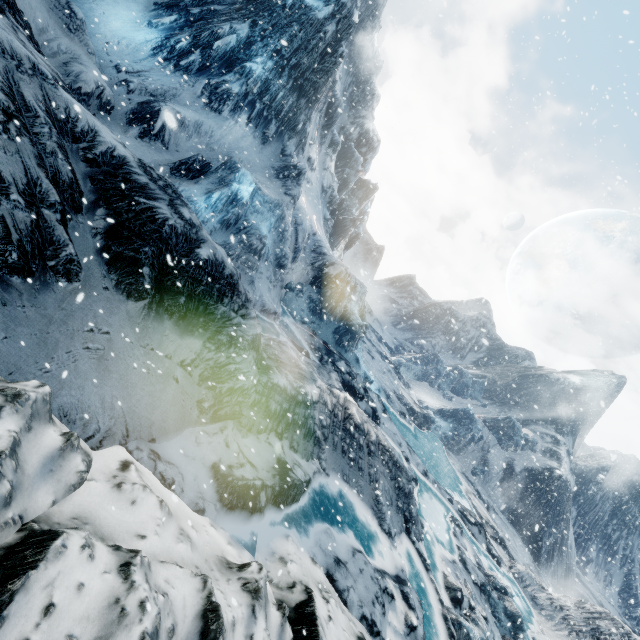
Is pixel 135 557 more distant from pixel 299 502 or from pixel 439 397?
pixel 439 397
